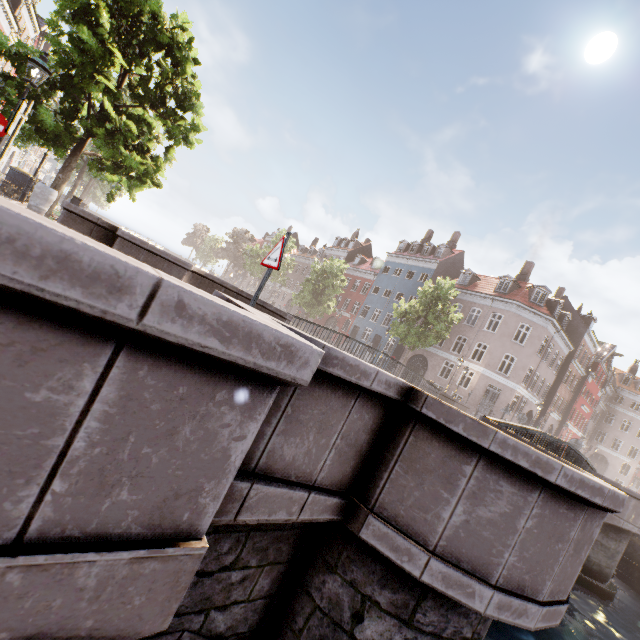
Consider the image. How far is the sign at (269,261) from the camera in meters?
4.1 m

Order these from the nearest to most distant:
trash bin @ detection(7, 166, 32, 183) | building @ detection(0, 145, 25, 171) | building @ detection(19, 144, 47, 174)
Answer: trash bin @ detection(7, 166, 32, 183) → building @ detection(0, 145, 25, 171) → building @ detection(19, 144, 47, 174)

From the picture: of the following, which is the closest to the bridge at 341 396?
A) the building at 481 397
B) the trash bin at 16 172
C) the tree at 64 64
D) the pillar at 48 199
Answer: the tree at 64 64

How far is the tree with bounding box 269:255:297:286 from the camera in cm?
4469

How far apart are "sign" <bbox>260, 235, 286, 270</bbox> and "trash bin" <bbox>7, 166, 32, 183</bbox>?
17.72m

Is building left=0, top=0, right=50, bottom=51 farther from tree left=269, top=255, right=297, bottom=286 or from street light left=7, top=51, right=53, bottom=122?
street light left=7, top=51, right=53, bottom=122

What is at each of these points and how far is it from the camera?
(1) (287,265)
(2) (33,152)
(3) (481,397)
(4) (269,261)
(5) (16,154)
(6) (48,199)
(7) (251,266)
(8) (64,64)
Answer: (1) tree, 46.3 meters
(2) building, 51.4 meters
(3) building, 27.9 meters
(4) sign, 4.2 meters
(5) building, 43.0 meters
(6) pillar, 8.6 meters
(7) tree, 44.3 meters
(8) tree, 9.0 meters

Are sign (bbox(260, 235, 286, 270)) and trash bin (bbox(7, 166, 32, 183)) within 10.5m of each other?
no
